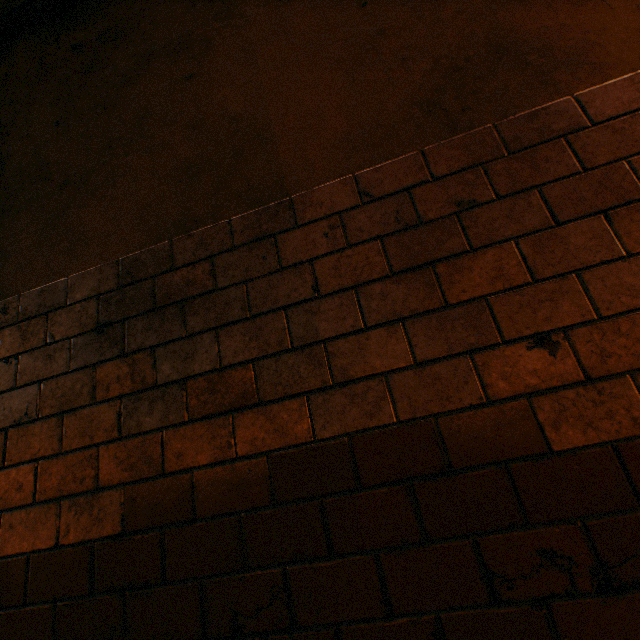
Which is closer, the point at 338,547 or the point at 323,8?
the point at 338,547
